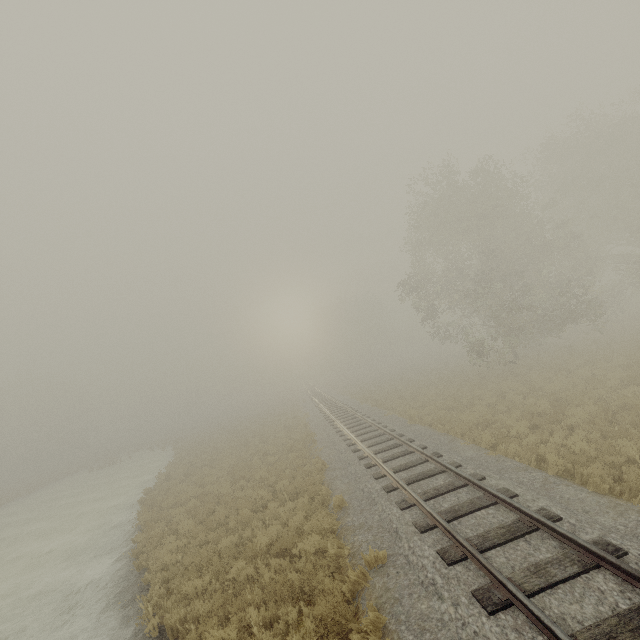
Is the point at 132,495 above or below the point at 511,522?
below
